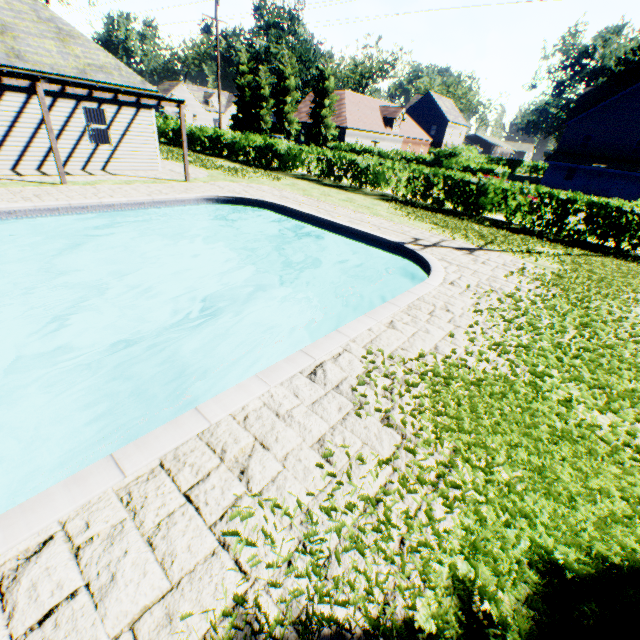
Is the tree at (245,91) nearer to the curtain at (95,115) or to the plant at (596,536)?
the plant at (596,536)

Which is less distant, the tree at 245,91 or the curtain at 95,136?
the curtain at 95,136

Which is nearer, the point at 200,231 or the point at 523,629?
the point at 523,629

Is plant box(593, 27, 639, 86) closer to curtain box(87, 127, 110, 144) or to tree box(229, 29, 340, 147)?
tree box(229, 29, 340, 147)

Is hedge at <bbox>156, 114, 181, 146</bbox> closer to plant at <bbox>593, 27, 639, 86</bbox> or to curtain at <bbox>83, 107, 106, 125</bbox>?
plant at <bbox>593, 27, 639, 86</bbox>

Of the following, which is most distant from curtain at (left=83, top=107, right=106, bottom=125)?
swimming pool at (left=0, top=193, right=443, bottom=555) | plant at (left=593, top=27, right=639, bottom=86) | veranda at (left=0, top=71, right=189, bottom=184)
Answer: plant at (left=593, top=27, right=639, bottom=86)

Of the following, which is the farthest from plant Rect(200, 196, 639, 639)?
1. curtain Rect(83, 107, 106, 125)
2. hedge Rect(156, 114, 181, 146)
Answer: curtain Rect(83, 107, 106, 125)

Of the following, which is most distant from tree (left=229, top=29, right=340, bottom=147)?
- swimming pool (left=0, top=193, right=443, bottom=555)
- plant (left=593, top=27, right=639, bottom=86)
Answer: swimming pool (left=0, top=193, right=443, bottom=555)
